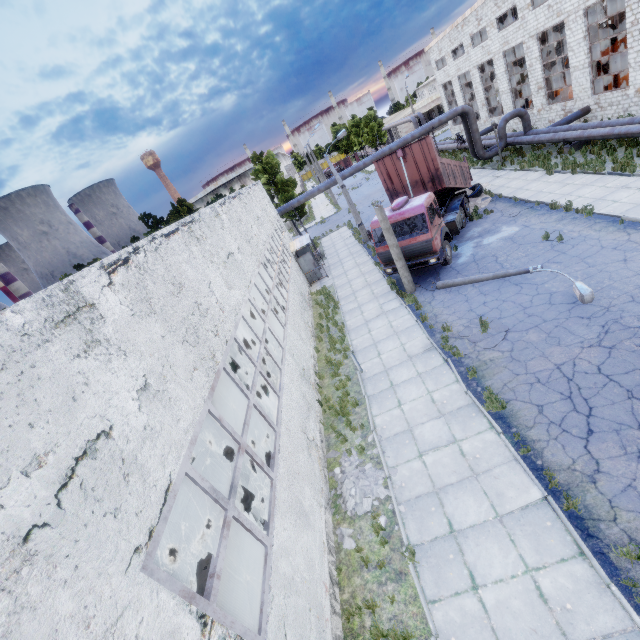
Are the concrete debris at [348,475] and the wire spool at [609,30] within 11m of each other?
no

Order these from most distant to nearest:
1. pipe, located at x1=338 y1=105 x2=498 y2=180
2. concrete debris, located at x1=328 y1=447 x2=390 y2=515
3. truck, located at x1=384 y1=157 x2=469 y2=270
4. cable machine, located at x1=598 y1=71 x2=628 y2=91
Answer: pipe, located at x1=338 y1=105 x2=498 y2=180 → cable machine, located at x1=598 y1=71 x2=628 y2=91 → truck, located at x1=384 y1=157 x2=469 y2=270 → concrete debris, located at x1=328 y1=447 x2=390 y2=515

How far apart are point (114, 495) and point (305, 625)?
4.32m

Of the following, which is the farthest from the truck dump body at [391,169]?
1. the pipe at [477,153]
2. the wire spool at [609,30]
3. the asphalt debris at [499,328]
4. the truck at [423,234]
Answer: Answer: the wire spool at [609,30]

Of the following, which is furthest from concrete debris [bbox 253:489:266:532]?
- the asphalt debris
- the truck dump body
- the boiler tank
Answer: the truck dump body

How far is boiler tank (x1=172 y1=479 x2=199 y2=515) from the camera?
10.9m

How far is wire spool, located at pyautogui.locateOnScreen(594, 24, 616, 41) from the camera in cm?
2559

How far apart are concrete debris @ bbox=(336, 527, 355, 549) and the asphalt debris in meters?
6.4
